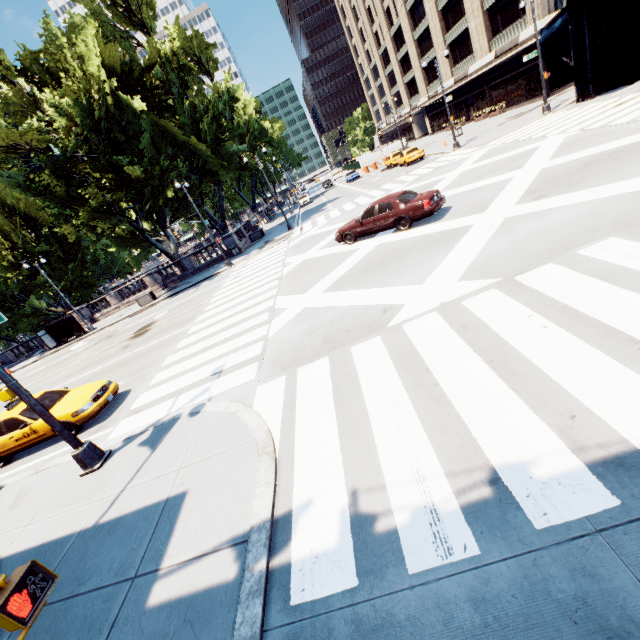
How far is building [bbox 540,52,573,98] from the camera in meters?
29.4

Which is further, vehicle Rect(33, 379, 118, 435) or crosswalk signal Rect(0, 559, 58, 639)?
vehicle Rect(33, 379, 118, 435)

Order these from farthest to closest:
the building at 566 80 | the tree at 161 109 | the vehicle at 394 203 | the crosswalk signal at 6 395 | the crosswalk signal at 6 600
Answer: the building at 566 80
the tree at 161 109
the vehicle at 394 203
the crosswalk signal at 6 395
the crosswalk signal at 6 600

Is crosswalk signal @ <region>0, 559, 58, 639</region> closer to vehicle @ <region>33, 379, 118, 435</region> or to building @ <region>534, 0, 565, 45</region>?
vehicle @ <region>33, 379, 118, 435</region>

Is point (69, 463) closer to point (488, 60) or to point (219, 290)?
point (219, 290)

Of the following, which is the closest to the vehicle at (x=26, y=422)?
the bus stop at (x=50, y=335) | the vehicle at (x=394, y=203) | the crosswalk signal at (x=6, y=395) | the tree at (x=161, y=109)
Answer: the crosswalk signal at (x=6, y=395)

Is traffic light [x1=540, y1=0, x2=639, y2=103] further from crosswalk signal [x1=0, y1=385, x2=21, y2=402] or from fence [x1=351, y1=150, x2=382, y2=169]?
fence [x1=351, y1=150, x2=382, y2=169]

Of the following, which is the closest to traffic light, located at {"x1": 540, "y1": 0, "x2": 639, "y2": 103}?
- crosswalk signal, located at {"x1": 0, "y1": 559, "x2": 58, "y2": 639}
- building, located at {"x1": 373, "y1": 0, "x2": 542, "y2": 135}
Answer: crosswalk signal, located at {"x1": 0, "y1": 559, "x2": 58, "y2": 639}
